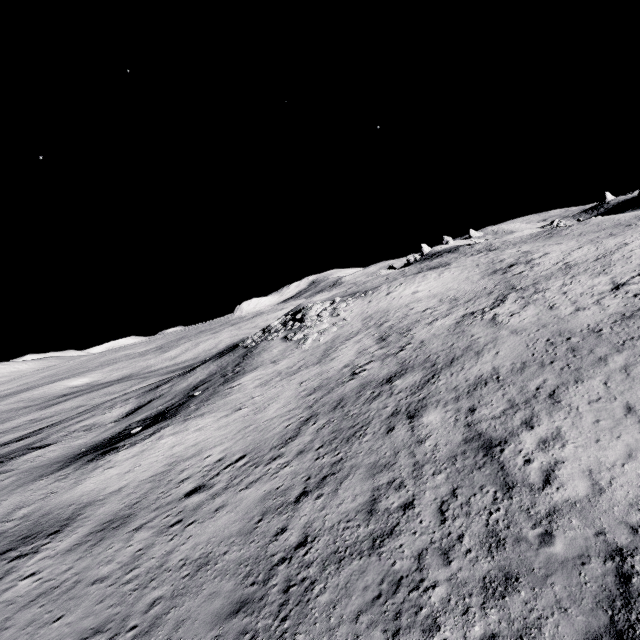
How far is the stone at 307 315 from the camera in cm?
3052

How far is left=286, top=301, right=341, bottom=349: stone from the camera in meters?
30.5

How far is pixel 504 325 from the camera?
19.6 meters
